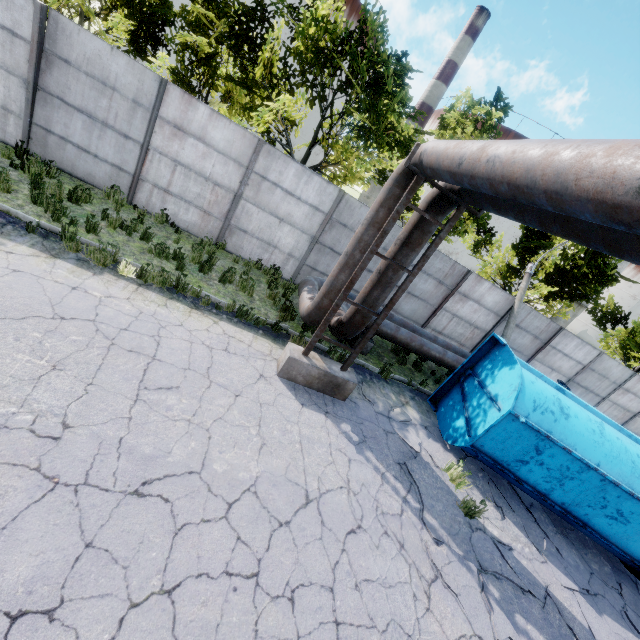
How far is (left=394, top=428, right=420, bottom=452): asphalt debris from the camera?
7.35m

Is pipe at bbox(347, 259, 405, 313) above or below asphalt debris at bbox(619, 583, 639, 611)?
above

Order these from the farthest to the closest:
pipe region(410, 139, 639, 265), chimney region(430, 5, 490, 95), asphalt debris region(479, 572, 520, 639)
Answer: chimney region(430, 5, 490, 95), asphalt debris region(479, 572, 520, 639), pipe region(410, 139, 639, 265)

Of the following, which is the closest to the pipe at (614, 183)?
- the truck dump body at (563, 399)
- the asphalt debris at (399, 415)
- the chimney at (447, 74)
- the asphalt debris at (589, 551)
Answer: the truck dump body at (563, 399)

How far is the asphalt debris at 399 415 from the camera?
8.1 meters

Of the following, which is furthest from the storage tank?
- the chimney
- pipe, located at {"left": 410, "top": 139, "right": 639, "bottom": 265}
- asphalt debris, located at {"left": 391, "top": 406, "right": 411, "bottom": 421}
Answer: asphalt debris, located at {"left": 391, "top": 406, "right": 411, "bottom": 421}

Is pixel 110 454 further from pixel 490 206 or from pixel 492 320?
pixel 492 320

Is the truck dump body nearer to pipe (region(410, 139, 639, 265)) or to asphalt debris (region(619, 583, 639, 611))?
asphalt debris (region(619, 583, 639, 611))
